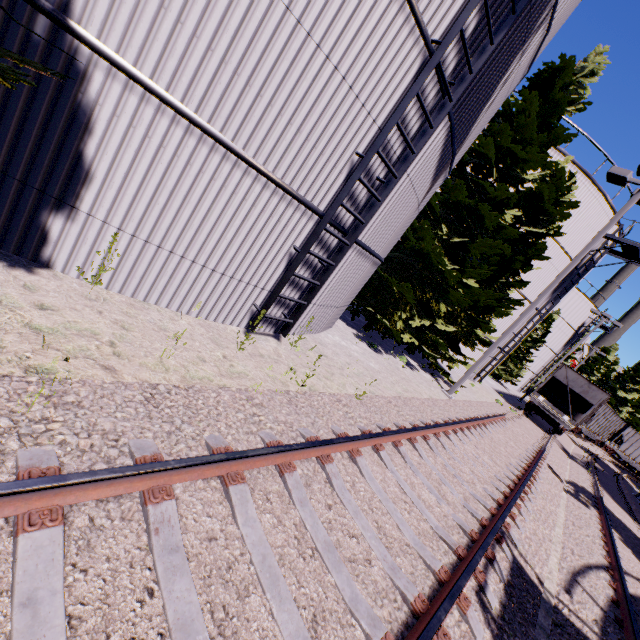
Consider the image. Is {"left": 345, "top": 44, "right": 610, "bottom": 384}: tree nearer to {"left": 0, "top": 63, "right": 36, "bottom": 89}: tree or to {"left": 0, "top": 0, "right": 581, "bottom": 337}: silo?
{"left": 0, "top": 63, "right": 36, "bottom": 89}: tree

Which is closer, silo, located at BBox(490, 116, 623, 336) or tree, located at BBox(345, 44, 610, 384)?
tree, located at BBox(345, 44, 610, 384)

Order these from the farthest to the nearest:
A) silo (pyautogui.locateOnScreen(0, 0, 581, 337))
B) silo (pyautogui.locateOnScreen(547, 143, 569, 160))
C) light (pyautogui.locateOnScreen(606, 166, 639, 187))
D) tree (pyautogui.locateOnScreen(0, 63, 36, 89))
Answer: silo (pyautogui.locateOnScreen(547, 143, 569, 160)) < light (pyautogui.locateOnScreen(606, 166, 639, 187)) < silo (pyautogui.locateOnScreen(0, 0, 581, 337)) < tree (pyautogui.locateOnScreen(0, 63, 36, 89))

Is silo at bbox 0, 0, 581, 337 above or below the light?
below

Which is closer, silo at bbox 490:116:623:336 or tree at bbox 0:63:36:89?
tree at bbox 0:63:36:89

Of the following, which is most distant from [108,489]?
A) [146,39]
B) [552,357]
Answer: [552,357]

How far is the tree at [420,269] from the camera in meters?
11.0 m

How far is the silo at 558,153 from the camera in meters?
15.7
